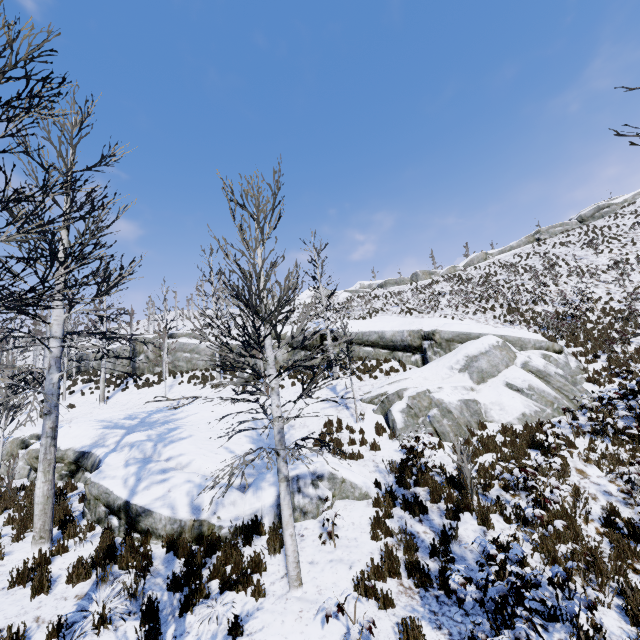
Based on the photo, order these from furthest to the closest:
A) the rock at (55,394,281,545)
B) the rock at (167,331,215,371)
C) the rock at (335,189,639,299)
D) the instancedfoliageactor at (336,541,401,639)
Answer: the rock at (335,189,639,299) → the rock at (167,331,215,371) → the rock at (55,394,281,545) → the instancedfoliageactor at (336,541,401,639)

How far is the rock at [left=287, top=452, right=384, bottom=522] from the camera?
7.85m

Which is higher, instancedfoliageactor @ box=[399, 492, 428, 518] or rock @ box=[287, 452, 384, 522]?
rock @ box=[287, 452, 384, 522]

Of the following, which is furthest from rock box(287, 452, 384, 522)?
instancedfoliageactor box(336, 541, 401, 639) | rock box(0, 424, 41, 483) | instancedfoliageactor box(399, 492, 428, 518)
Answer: rock box(0, 424, 41, 483)

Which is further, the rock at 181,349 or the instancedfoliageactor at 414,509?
the rock at 181,349

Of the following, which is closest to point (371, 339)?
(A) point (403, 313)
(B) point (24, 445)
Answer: (A) point (403, 313)

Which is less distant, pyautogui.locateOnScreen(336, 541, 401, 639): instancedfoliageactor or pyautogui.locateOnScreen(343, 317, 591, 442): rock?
pyautogui.locateOnScreen(336, 541, 401, 639): instancedfoliageactor

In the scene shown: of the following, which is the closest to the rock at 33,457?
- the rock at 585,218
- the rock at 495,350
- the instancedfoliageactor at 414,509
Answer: the rock at 495,350
